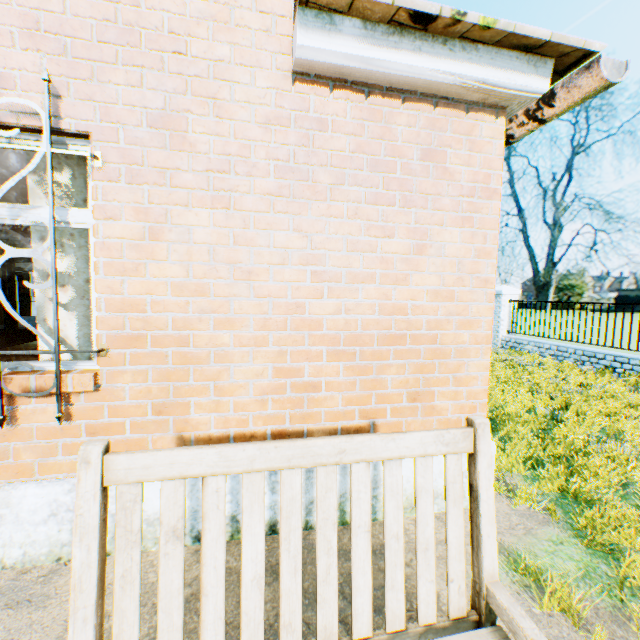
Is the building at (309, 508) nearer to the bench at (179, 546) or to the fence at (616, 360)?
the bench at (179, 546)

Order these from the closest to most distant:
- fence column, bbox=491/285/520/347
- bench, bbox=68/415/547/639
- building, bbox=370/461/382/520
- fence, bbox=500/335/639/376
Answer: bench, bbox=68/415/547/639 → building, bbox=370/461/382/520 → fence, bbox=500/335/639/376 → fence column, bbox=491/285/520/347

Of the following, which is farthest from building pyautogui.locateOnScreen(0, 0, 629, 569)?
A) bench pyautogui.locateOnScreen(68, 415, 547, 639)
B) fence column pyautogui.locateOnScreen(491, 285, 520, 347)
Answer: fence column pyautogui.locateOnScreen(491, 285, 520, 347)

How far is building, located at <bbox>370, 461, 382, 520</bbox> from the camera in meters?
2.8

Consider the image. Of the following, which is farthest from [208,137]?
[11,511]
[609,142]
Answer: [609,142]

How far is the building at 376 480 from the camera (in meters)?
2.80

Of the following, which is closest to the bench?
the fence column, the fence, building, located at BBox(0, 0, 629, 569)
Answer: building, located at BBox(0, 0, 629, 569)

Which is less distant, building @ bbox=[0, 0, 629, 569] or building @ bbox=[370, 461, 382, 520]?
building @ bbox=[0, 0, 629, 569]
